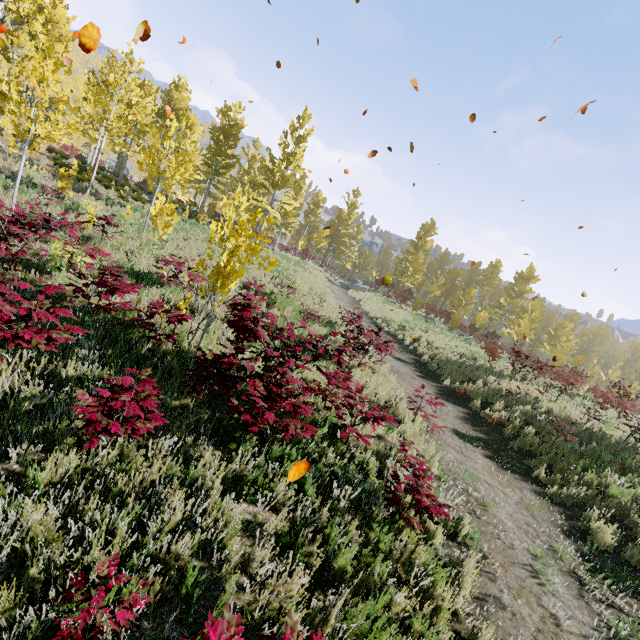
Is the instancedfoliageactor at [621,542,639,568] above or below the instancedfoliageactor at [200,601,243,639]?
below

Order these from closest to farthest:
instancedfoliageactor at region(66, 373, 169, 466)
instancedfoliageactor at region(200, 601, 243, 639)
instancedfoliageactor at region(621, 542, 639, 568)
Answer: instancedfoliageactor at region(200, 601, 243, 639) → instancedfoliageactor at region(66, 373, 169, 466) → instancedfoliageactor at region(621, 542, 639, 568)

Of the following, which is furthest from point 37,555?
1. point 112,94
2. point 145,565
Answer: point 112,94

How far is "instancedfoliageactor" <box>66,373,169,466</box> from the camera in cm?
300

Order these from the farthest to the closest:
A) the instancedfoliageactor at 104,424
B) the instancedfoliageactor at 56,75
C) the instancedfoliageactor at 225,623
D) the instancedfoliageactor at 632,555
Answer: the instancedfoliageactor at 632,555, the instancedfoliageactor at 56,75, the instancedfoliageactor at 104,424, the instancedfoliageactor at 225,623

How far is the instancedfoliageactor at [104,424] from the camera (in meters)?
3.00

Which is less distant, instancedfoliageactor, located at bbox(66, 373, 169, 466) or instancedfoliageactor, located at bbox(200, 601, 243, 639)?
instancedfoliageactor, located at bbox(200, 601, 243, 639)
